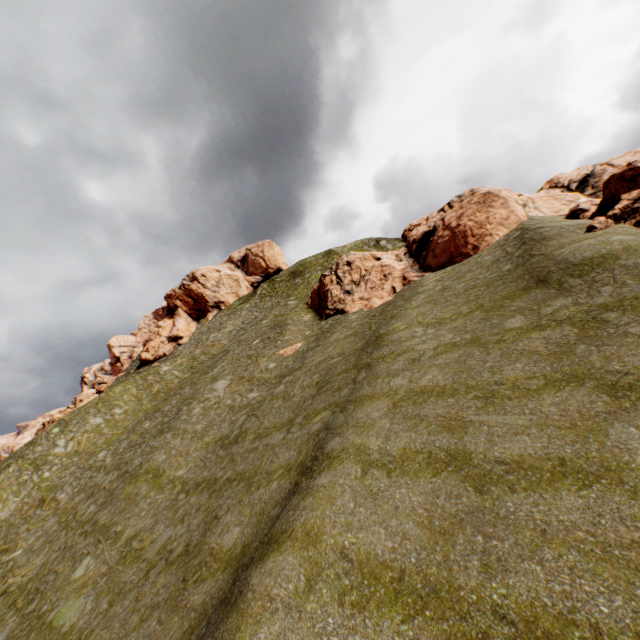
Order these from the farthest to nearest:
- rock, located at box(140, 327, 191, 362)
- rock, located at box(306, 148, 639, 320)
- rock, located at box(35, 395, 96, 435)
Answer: rock, located at box(140, 327, 191, 362), rock, located at box(35, 395, 96, 435), rock, located at box(306, 148, 639, 320)

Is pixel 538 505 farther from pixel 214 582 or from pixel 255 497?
pixel 255 497

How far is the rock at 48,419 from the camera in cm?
5431

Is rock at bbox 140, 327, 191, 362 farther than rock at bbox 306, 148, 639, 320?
Yes

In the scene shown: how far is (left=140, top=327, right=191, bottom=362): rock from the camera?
57.9 meters

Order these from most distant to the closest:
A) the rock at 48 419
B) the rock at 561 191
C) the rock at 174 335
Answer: the rock at 174 335, the rock at 48 419, the rock at 561 191
